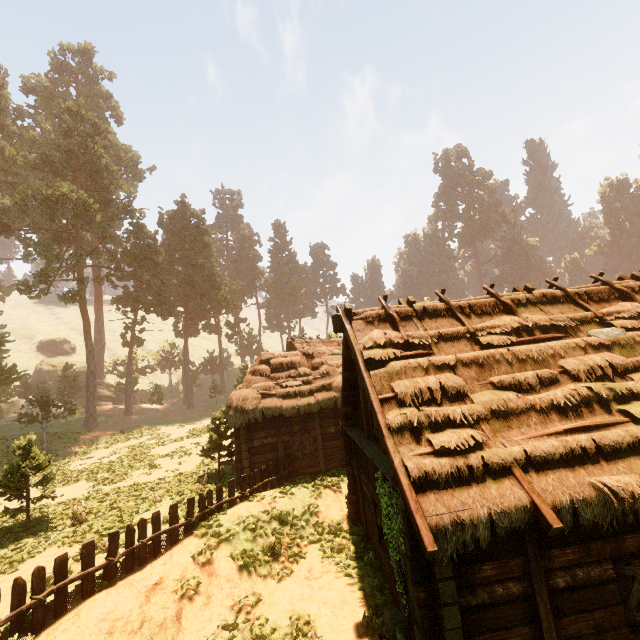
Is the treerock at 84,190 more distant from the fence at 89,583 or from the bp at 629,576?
the bp at 629,576

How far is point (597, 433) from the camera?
6.4m

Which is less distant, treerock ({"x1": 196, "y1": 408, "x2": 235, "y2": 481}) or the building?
the building

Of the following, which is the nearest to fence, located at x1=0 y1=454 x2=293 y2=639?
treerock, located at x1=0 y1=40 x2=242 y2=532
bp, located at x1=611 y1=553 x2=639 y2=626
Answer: treerock, located at x1=0 y1=40 x2=242 y2=532

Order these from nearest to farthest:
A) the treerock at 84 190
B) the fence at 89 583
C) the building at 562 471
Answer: the building at 562 471, the fence at 89 583, the treerock at 84 190

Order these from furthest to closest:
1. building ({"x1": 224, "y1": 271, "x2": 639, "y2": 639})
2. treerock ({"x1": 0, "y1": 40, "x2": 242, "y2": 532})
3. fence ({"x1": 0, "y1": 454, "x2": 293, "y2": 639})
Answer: treerock ({"x1": 0, "y1": 40, "x2": 242, "y2": 532}), fence ({"x1": 0, "y1": 454, "x2": 293, "y2": 639}), building ({"x1": 224, "y1": 271, "x2": 639, "y2": 639})

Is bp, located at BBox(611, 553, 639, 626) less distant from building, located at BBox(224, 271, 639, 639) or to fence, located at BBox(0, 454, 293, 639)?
building, located at BBox(224, 271, 639, 639)

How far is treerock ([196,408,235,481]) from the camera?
16.59m
